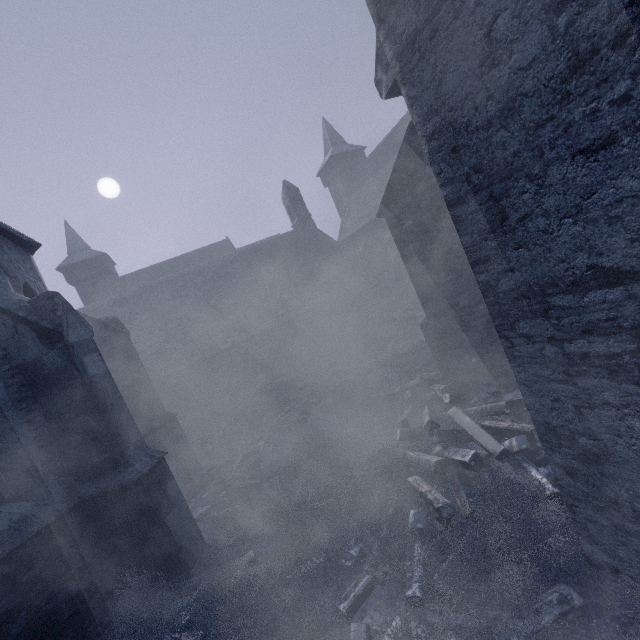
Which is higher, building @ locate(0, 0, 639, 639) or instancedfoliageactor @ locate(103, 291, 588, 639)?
building @ locate(0, 0, 639, 639)

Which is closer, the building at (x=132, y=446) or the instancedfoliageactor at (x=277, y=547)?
the building at (x=132, y=446)

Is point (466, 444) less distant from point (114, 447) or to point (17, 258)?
point (114, 447)

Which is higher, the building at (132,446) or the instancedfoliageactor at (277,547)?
the building at (132,446)

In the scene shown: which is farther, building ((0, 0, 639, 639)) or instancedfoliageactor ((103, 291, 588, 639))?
instancedfoliageactor ((103, 291, 588, 639))
